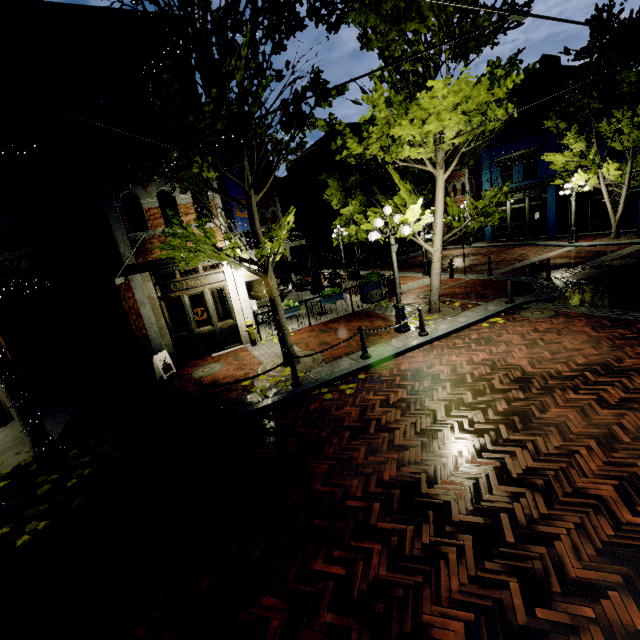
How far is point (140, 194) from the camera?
9.4m

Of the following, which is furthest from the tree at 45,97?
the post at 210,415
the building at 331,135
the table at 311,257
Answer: the building at 331,135

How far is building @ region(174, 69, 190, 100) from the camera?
9.35m

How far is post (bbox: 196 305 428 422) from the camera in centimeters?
665cm

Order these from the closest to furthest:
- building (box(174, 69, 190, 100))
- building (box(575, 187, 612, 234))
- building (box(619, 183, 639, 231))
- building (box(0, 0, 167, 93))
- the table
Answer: building (box(0, 0, 167, 93)) < building (box(174, 69, 190, 100)) < the table < building (box(619, 183, 639, 231)) < building (box(575, 187, 612, 234))

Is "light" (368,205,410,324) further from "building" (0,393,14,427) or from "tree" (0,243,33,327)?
"building" (0,393,14,427)

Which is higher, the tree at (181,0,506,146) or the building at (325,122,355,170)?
the building at (325,122,355,170)

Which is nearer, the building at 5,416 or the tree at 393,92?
the tree at 393,92
